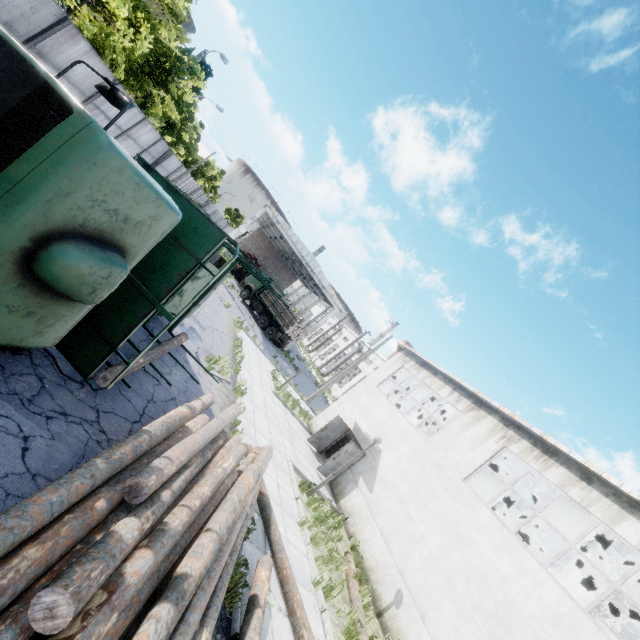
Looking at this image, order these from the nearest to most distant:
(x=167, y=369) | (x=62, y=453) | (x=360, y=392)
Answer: (x=62, y=453) → (x=167, y=369) → (x=360, y=392)

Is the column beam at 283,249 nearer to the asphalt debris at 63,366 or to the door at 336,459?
the door at 336,459

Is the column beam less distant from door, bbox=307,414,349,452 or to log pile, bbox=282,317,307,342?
log pile, bbox=282,317,307,342

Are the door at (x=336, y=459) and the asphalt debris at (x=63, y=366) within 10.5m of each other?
no

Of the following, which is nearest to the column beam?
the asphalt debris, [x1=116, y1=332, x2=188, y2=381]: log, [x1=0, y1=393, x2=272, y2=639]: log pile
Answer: [x1=116, y1=332, x2=188, y2=381]: log

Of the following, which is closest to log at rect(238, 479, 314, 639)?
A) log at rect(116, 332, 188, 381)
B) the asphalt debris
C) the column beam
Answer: log at rect(116, 332, 188, 381)

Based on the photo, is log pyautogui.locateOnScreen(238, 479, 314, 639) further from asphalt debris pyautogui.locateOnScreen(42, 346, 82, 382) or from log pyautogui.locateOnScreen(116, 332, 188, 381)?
asphalt debris pyautogui.locateOnScreen(42, 346, 82, 382)

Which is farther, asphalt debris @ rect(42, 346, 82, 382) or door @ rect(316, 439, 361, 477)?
door @ rect(316, 439, 361, 477)
